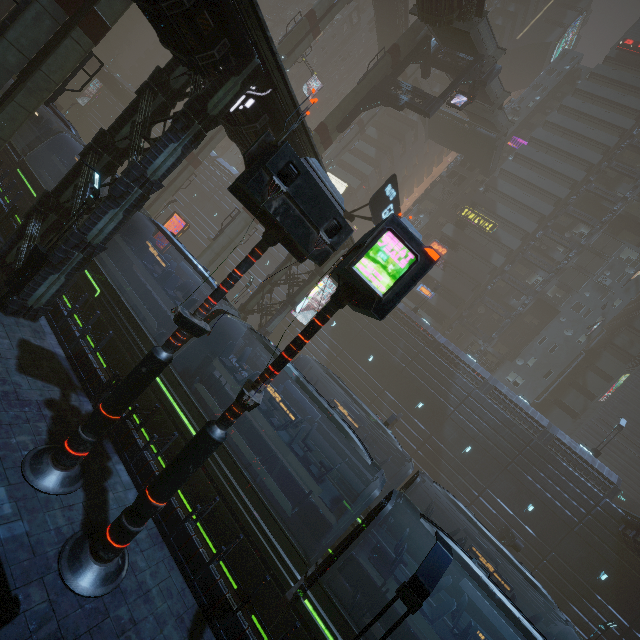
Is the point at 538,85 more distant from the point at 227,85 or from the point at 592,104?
the point at 227,85

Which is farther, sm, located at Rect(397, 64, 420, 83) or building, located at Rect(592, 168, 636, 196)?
sm, located at Rect(397, 64, 420, 83)

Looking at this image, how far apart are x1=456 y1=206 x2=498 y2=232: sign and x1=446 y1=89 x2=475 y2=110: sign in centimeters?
1998cm

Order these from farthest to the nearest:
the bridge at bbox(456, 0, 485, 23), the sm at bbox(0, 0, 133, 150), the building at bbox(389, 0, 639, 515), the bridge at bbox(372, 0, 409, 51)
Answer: the bridge at bbox(372, 0, 409, 51), the building at bbox(389, 0, 639, 515), the bridge at bbox(456, 0, 485, 23), the sm at bbox(0, 0, 133, 150)

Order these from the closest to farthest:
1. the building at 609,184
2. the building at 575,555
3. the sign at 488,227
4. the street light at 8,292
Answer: the street light at 8,292, the building at 575,555, the building at 609,184, the sign at 488,227

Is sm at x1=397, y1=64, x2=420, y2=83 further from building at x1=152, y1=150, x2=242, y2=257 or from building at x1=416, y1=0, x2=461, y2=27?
building at x1=416, y1=0, x2=461, y2=27

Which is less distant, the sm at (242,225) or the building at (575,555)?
the building at (575,555)

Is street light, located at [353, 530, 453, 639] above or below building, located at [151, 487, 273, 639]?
above
